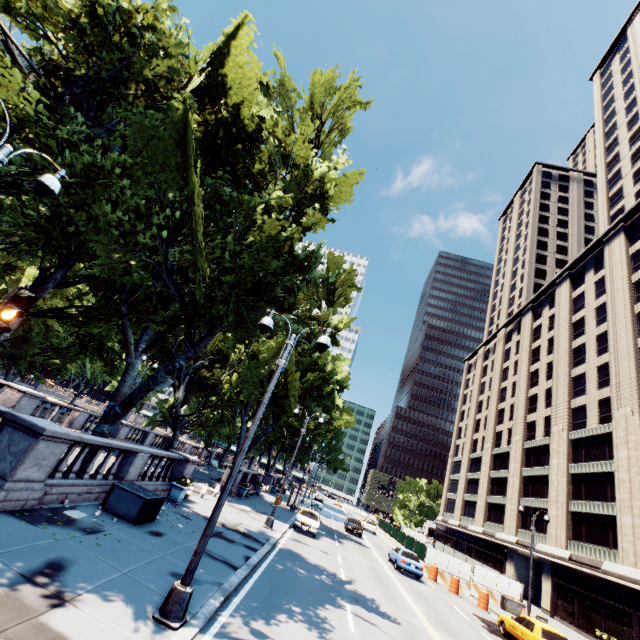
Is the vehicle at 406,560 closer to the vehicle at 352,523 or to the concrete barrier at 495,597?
the concrete barrier at 495,597

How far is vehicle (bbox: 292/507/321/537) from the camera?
23.2 meters

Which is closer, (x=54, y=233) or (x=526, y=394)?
(x=54, y=233)

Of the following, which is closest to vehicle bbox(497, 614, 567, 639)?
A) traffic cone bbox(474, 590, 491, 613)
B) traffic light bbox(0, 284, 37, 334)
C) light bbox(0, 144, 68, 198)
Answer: traffic cone bbox(474, 590, 491, 613)

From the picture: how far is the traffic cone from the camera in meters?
22.2

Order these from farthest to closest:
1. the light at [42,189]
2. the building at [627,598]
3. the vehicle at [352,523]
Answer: the vehicle at [352,523], the building at [627,598], the light at [42,189]

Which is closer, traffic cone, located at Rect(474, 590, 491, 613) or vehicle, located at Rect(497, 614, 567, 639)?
vehicle, located at Rect(497, 614, 567, 639)

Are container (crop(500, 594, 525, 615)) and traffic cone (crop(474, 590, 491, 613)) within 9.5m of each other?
yes
